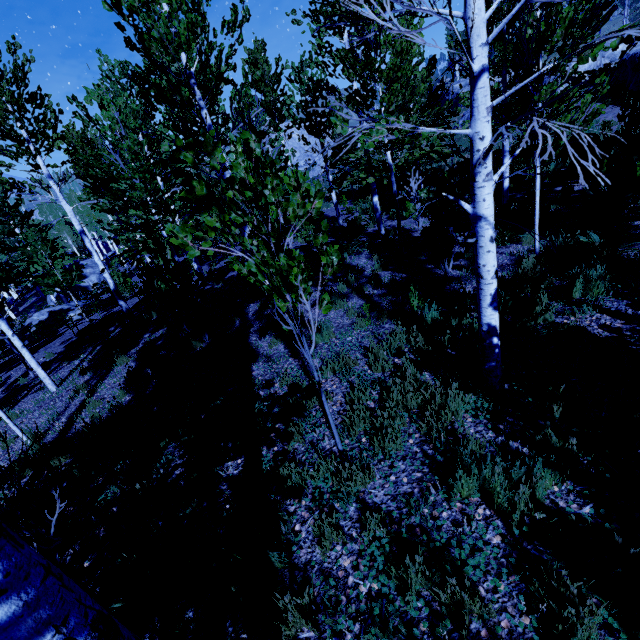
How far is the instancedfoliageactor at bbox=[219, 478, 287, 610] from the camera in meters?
2.6

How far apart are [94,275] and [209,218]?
41.3m

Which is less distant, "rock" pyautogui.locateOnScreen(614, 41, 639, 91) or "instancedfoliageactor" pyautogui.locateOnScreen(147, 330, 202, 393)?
"instancedfoliageactor" pyautogui.locateOnScreen(147, 330, 202, 393)

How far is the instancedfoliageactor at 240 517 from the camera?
2.6 meters

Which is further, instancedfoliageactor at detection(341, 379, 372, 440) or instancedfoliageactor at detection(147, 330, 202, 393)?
instancedfoliageactor at detection(147, 330, 202, 393)
